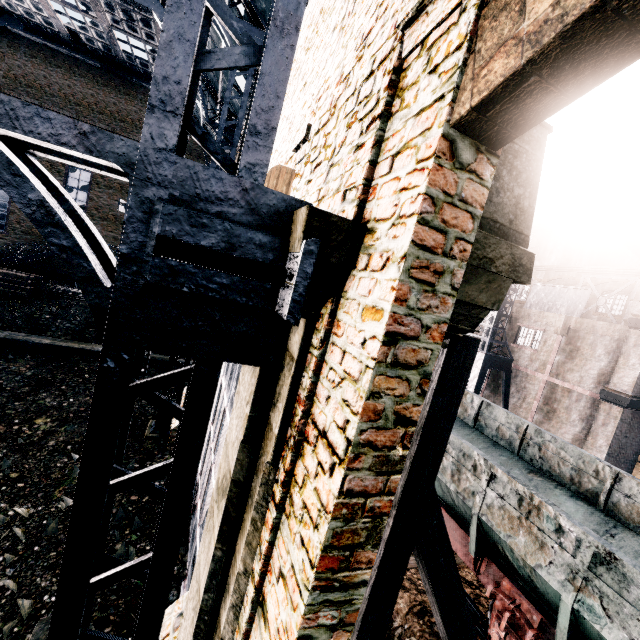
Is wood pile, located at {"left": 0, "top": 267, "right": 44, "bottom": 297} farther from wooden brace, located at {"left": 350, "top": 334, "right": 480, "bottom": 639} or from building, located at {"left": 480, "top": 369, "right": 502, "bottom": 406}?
wooden brace, located at {"left": 350, "top": 334, "right": 480, "bottom": 639}

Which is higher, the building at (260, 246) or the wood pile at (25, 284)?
the building at (260, 246)

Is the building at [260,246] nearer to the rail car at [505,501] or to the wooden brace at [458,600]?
the wooden brace at [458,600]

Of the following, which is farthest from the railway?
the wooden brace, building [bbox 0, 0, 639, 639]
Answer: building [bbox 0, 0, 639, 639]

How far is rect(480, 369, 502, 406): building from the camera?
25.97m

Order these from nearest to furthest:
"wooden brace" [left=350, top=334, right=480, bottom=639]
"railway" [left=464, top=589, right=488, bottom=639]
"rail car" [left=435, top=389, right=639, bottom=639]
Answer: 1. "wooden brace" [left=350, top=334, right=480, bottom=639]
2. "rail car" [left=435, top=389, right=639, bottom=639]
3. "railway" [left=464, top=589, right=488, bottom=639]

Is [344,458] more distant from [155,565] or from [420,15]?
[420,15]

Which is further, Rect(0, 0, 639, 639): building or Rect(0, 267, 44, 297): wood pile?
Rect(0, 267, 44, 297): wood pile
